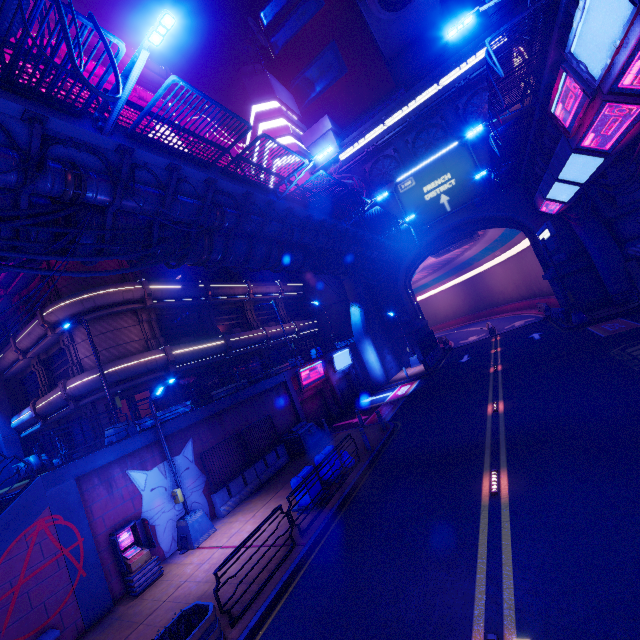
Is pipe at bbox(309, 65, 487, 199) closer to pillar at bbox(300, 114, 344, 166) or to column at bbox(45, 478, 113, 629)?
pillar at bbox(300, 114, 344, 166)

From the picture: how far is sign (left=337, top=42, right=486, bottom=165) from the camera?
29.77m

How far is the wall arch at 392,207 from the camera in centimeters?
3359cm

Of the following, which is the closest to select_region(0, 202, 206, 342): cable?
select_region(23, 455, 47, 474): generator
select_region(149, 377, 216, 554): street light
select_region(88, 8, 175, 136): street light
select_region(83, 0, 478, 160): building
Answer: select_region(88, 8, 175, 136): street light

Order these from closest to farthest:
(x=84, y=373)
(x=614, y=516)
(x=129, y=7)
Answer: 1. (x=614, y=516)
2. (x=84, y=373)
3. (x=129, y=7)

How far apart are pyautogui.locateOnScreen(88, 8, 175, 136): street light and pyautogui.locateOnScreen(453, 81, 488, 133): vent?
32.8 meters

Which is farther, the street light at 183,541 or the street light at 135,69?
the street light at 183,541

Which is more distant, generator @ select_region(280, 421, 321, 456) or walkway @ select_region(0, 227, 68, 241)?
generator @ select_region(280, 421, 321, 456)
